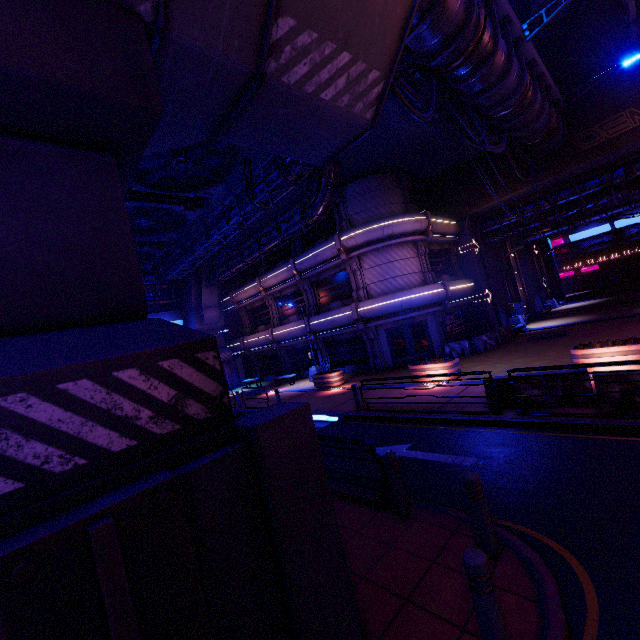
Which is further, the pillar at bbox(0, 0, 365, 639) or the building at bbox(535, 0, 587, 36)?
the building at bbox(535, 0, 587, 36)

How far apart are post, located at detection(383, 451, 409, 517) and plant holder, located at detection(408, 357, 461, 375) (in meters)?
9.22

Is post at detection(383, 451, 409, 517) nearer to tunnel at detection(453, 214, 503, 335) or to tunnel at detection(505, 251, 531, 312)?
tunnel at detection(453, 214, 503, 335)

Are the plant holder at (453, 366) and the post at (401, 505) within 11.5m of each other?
yes

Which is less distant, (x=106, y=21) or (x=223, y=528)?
(x=223, y=528)

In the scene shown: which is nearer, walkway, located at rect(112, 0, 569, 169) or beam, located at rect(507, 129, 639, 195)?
walkway, located at rect(112, 0, 569, 169)

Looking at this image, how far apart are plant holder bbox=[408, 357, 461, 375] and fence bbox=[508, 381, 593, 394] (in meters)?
3.95

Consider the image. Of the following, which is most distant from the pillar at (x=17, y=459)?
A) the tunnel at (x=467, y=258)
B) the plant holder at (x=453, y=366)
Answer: the tunnel at (x=467, y=258)
